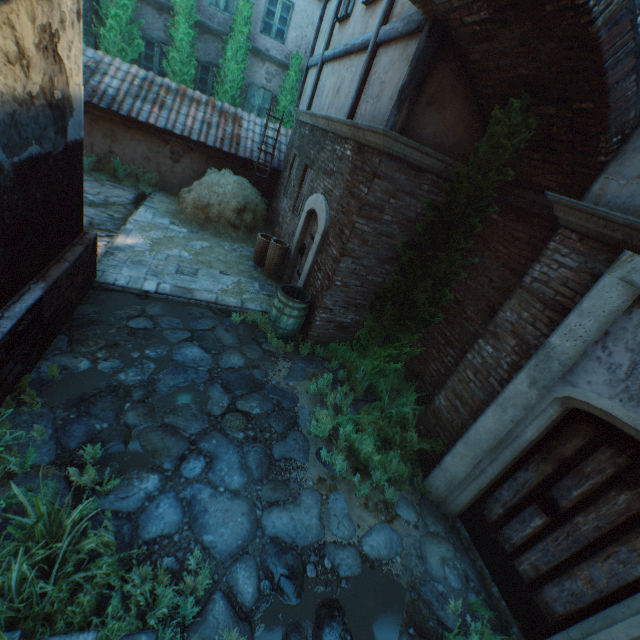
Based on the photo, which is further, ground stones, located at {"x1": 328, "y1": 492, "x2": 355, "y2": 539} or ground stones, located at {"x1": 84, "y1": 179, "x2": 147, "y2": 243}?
ground stones, located at {"x1": 84, "y1": 179, "x2": 147, "y2": 243}

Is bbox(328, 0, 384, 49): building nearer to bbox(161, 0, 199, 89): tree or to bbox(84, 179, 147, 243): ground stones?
bbox(84, 179, 147, 243): ground stones

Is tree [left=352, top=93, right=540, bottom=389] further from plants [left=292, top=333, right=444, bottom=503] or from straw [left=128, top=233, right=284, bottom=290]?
straw [left=128, top=233, right=284, bottom=290]

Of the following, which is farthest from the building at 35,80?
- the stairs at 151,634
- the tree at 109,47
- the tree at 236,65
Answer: the tree at 236,65

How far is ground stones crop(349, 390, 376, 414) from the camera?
5.46m

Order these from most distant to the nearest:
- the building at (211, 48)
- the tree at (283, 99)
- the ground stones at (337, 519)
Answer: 1. the tree at (283, 99)
2. the building at (211, 48)
3. the ground stones at (337, 519)

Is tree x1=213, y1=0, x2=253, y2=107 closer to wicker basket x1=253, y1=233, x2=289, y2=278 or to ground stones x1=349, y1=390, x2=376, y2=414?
wicker basket x1=253, y1=233, x2=289, y2=278

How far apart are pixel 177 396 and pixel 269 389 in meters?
1.4
